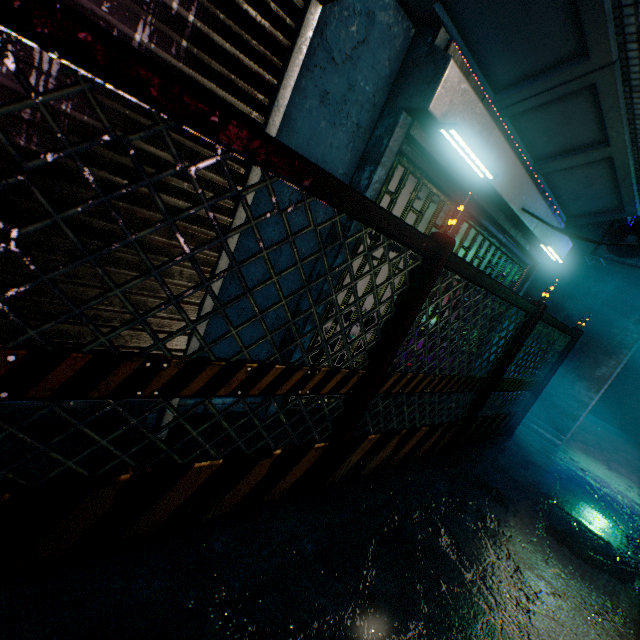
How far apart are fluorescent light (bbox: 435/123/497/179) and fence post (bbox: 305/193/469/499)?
0.6 meters

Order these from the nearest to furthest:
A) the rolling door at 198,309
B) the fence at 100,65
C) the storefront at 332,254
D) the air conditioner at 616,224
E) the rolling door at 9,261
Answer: the fence at 100,65 → the rolling door at 9,261 → the rolling door at 198,309 → the storefront at 332,254 → the air conditioner at 616,224

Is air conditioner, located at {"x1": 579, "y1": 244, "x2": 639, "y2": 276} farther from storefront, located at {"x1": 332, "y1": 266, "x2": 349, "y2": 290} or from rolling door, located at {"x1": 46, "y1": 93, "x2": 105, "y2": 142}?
rolling door, located at {"x1": 46, "y1": 93, "x2": 105, "y2": 142}

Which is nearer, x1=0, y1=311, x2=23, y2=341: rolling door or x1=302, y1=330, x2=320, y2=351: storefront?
x1=0, y1=311, x2=23, y2=341: rolling door

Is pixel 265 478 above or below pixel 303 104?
below

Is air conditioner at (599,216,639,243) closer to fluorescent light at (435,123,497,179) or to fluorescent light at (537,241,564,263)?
fluorescent light at (537,241,564,263)

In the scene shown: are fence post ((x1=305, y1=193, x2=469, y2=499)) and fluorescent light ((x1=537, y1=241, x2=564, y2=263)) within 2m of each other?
no

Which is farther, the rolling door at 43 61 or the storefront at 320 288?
the storefront at 320 288
